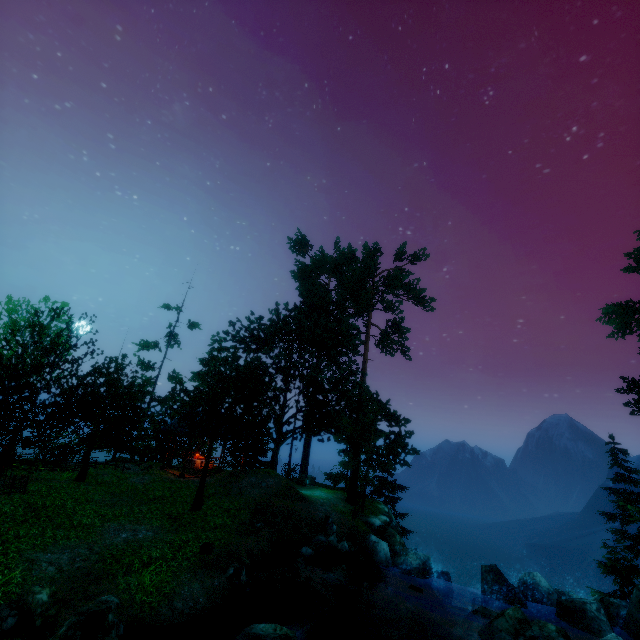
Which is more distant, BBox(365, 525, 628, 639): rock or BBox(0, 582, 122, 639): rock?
BBox(365, 525, 628, 639): rock

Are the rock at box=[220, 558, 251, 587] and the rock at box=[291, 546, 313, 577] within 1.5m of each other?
no

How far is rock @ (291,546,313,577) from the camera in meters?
13.3 m

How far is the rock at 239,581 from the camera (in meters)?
11.19

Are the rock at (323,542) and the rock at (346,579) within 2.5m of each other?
yes

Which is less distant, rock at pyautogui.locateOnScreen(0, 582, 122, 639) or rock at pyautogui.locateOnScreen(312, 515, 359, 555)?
rock at pyautogui.locateOnScreen(0, 582, 122, 639)

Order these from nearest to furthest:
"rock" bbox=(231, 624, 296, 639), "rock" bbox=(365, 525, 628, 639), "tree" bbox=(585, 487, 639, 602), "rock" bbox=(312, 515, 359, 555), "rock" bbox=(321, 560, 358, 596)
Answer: "rock" bbox=(231, 624, 296, 639) < "rock" bbox=(365, 525, 628, 639) < "rock" bbox=(321, 560, 358, 596) < "rock" bbox=(312, 515, 359, 555) < "tree" bbox=(585, 487, 639, 602)

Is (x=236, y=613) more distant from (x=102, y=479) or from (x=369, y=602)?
(x=102, y=479)
